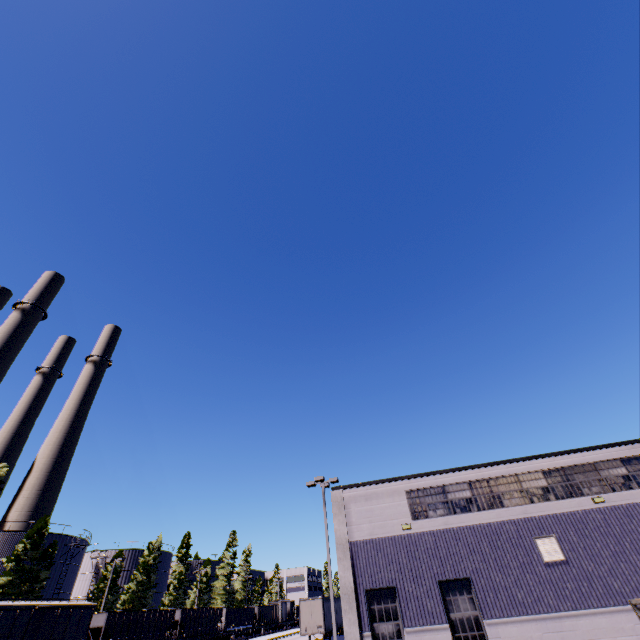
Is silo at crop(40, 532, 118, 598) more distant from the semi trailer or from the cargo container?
the semi trailer

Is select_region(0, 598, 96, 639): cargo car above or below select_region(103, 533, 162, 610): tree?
Answer: below

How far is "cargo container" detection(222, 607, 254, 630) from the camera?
51.3 meters

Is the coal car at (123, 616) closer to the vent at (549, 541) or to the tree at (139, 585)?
the tree at (139, 585)

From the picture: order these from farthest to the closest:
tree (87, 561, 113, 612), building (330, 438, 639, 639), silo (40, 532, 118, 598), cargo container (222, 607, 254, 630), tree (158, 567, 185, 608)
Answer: tree (158, 567, 185, 608) → cargo container (222, 607, 254, 630) → tree (87, 561, 113, 612) → silo (40, 532, 118, 598) → building (330, 438, 639, 639)

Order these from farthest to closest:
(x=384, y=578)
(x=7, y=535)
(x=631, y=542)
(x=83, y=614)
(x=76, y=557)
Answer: (x=76, y=557) < (x=7, y=535) < (x=83, y=614) < (x=384, y=578) < (x=631, y=542)

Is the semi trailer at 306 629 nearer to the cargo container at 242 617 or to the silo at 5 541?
the silo at 5 541

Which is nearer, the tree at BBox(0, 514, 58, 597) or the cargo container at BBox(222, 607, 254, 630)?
the tree at BBox(0, 514, 58, 597)
